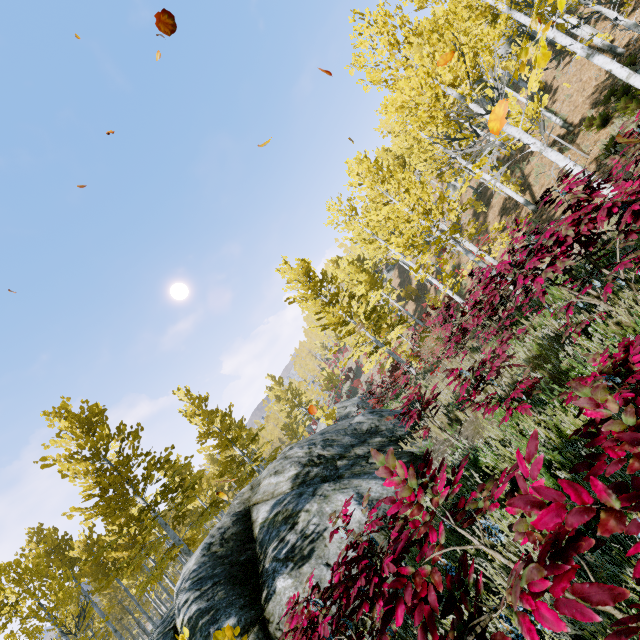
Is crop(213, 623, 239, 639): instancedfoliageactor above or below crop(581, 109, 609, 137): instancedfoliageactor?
above

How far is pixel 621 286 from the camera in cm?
406

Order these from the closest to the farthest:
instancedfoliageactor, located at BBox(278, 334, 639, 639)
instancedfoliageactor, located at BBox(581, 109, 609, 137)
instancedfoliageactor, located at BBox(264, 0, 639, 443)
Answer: instancedfoliageactor, located at BBox(278, 334, 639, 639), instancedfoliageactor, located at BBox(264, 0, 639, 443), instancedfoliageactor, located at BBox(581, 109, 609, 137)

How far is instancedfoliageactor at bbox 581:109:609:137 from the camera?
13.46m

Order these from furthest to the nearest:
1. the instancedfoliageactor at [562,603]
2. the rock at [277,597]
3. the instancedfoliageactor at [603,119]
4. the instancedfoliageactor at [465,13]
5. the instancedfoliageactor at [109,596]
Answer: the instancedfoliageactor at [603,119] < the instancedfoliageactor at [109,596] < the rock at [277,597] < the instancedfoliageactor at [465,13] < the instancedfoliageactor at [562,603]

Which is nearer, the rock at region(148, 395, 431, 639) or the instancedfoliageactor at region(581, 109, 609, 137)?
the rock at region(148, 395, 431, 639)

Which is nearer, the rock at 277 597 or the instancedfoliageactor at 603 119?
the rock at 277 597
